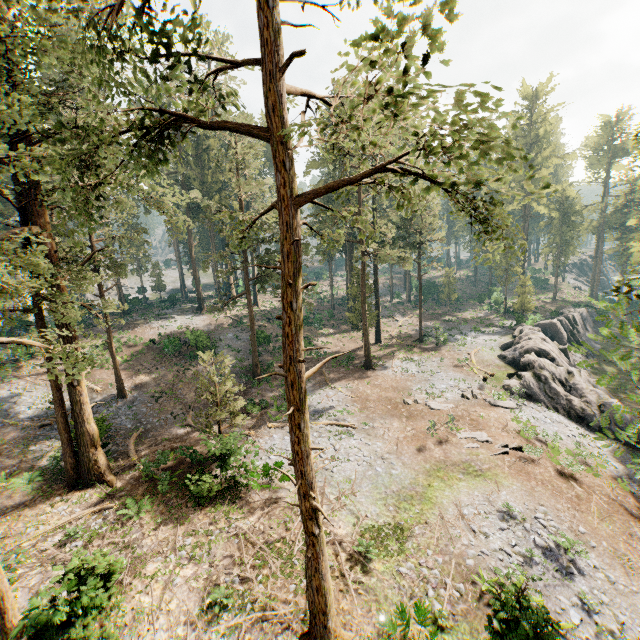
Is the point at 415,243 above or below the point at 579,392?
above

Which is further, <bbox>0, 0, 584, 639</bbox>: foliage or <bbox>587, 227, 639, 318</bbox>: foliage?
<bbox>587, 227, 639, 318</bbox>: foliage

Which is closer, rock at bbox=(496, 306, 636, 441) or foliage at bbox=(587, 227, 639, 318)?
foliage at bbox=(587, 227, 639, 318)

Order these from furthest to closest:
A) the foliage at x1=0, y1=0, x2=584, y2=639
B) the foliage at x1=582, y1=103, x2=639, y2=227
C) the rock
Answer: the foliage at x1=582, y1=103, x2=639, y2=227, the rock, the foliage at x1=0, y1=0, x2=584, y2=639

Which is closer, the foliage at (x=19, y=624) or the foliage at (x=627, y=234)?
the foliage at (x=627, y=234)
